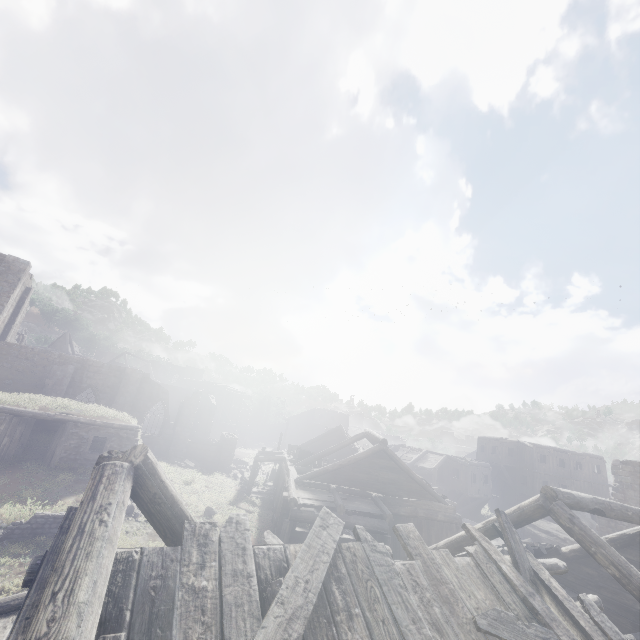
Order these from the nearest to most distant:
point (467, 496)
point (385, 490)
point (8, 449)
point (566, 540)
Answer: → point (8, 449), point (385, 490), point (566, 540), point (467, 496)

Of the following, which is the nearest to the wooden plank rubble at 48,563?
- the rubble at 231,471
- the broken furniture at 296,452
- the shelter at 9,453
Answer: the broken furniture at 296,452

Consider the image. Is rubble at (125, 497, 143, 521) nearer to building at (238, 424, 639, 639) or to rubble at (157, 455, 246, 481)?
building at (238, 424, 639, 639)

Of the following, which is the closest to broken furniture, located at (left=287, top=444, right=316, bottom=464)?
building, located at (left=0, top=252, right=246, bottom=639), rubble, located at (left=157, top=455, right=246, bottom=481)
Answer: building, located at (left=0, top=252, right=246, bottom=639)

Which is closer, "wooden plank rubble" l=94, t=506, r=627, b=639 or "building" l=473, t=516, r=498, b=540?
"wooden plank rubble" l=94, t=506, r=627, b=639

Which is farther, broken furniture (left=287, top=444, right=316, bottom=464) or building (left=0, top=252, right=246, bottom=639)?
broken furniture (left=287, top=444, right=316, bottom=464)

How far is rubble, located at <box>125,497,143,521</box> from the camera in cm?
1514

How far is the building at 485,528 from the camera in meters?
8.4
